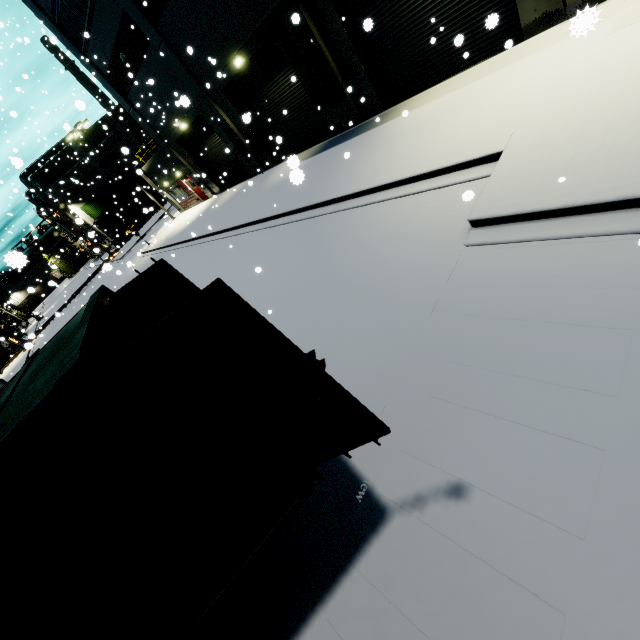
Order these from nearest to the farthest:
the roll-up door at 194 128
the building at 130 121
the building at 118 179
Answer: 1. the building at 130 121
2. the roll-up door at 194 128
3. the building at 118 179

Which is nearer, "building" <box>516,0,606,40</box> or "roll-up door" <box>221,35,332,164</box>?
"building" <box>516,0,606,40</box>

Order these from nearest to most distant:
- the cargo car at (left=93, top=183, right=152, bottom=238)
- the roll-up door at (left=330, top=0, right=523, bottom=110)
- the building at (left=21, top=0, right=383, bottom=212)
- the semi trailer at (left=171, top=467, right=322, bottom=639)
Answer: the semi trailer at (left=171, top=467, right=322, bottom=639)
the roll-up door at (left=330, top=0, right=523, bottom=110)
the building at (left=21, top=0, right=383, bottom=212)
the cargo car at (left=93, top=183, right=152, bottom=238)

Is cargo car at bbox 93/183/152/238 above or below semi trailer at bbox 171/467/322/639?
above

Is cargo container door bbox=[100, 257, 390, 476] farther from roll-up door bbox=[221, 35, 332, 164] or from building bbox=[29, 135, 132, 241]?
building bbox=[29, 135, 132, 241]

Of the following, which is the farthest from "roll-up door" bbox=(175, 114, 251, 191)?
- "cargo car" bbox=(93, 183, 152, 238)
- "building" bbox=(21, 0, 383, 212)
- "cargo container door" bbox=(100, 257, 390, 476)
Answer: "cargo container door" bbox=(100, 257, 390, 476)

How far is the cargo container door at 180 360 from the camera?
1.76m

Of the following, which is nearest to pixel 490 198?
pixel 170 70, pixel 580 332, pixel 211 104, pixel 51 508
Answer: pixel 580 332
